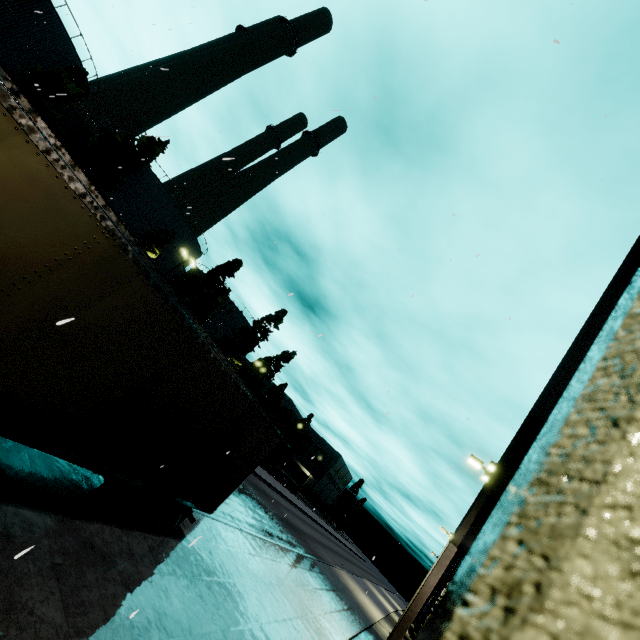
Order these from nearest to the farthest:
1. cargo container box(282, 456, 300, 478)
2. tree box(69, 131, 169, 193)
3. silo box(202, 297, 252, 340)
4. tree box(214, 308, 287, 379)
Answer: tree box(69, 131, 169, 193) → tree box(214, 308, 287, 379) → silo box(202, 297, 252, 340) → cargo container box(282, 456, 300, 478)

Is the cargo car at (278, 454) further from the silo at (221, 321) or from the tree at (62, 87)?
the silo at (221, 321)

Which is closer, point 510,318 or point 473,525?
point 473,525

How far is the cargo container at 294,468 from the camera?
55.2 meters

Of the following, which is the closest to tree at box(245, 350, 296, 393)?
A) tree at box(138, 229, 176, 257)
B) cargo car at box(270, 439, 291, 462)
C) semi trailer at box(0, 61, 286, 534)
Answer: cargo car at box(270, 439, 291, 462)

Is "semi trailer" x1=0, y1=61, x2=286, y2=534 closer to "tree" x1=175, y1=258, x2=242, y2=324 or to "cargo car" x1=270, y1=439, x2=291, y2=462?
"tree" x1=175, y1=258, x2=242, y2=324

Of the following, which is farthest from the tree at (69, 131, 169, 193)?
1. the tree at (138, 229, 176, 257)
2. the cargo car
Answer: the cargo car

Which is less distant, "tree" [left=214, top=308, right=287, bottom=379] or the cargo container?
"tree" [left=214, top=308, right=287, bottom=379]
